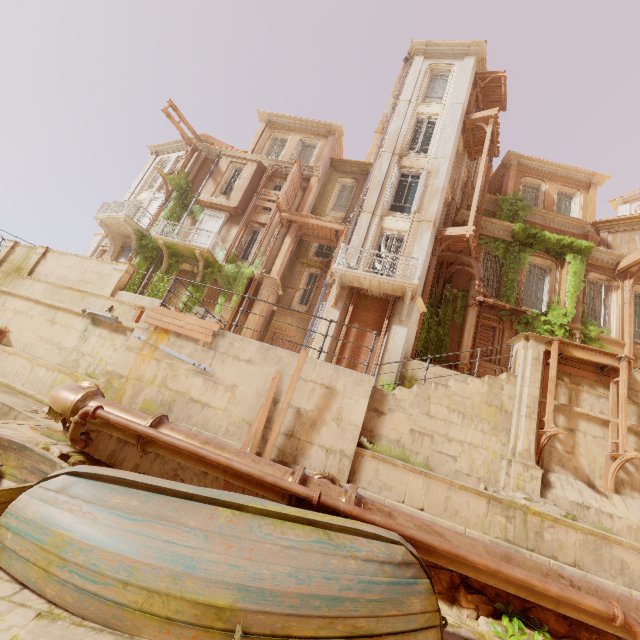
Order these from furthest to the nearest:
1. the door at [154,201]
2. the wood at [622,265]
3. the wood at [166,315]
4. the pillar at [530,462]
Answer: the door at [154,201]
the wood at [622,265]
the pillar at [530,462]
the wood at [166,315]

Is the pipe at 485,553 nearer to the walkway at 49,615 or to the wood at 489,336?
the walkway at 49,615

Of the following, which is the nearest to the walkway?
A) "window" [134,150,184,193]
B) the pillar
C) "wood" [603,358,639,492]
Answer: the pillar

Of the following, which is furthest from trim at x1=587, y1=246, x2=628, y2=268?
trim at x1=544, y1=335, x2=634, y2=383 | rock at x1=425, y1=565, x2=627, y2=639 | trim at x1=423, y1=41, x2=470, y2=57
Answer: rock at x1=425, y1=565, x2=627, y2=639

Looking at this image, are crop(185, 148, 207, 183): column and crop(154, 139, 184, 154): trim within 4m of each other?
yes

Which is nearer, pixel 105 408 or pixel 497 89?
pixel 105 408

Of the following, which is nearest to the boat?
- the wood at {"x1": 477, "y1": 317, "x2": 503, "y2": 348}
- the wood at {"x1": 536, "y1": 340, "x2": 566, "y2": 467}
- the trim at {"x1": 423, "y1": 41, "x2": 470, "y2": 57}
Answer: the wood at {"x1": 536, "y1": 340, "x2": 566, "y2": 467}

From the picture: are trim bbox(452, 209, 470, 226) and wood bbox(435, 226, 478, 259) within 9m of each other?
yes
